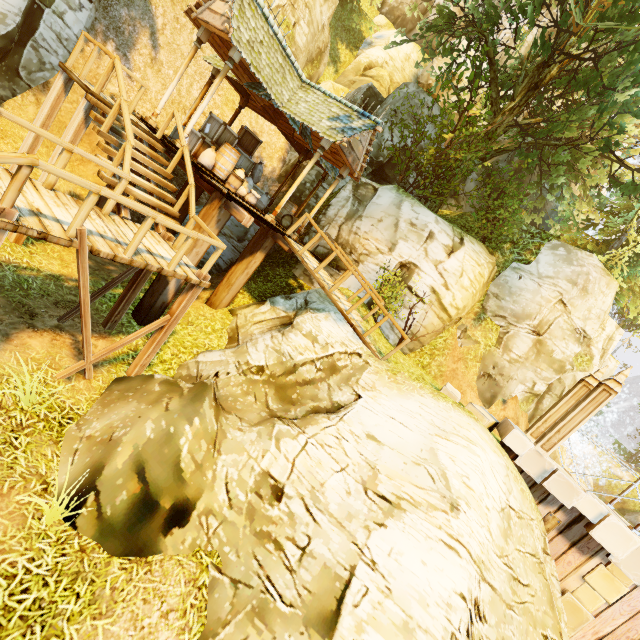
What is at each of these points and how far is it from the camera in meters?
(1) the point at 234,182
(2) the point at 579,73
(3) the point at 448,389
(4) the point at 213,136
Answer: (1) bucket, 9.0
(2) tree, 10.4
(3) stone, 8.8
(4) box, 10.5

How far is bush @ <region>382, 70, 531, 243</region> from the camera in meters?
11.3 m

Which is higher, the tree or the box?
the tree

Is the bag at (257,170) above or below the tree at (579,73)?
below

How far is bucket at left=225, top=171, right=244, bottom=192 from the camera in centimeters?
901cm

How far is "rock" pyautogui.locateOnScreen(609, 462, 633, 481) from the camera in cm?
2853

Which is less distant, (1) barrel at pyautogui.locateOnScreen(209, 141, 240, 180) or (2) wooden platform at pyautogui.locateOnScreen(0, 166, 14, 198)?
(2) wooden platform at pyautogui.locateOnScreen(0, 166, 14, 198)

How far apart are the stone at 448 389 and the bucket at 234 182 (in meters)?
8.08
